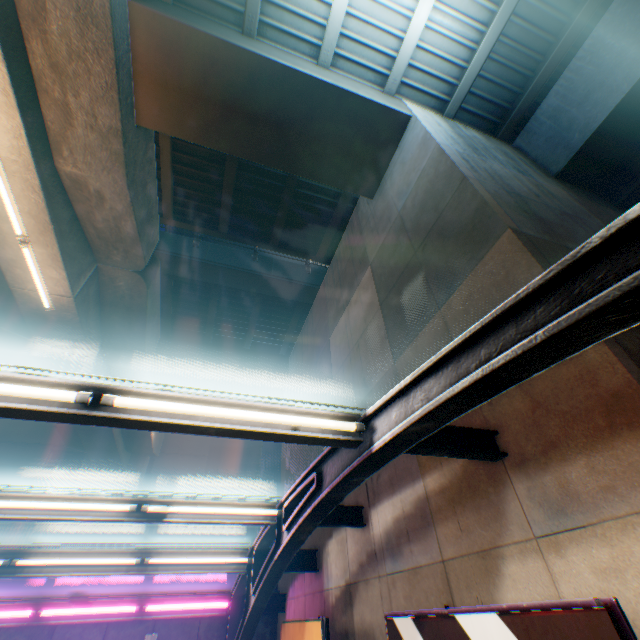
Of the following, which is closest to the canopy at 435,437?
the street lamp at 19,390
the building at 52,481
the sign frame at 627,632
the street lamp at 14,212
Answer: the street lamp at 19,390

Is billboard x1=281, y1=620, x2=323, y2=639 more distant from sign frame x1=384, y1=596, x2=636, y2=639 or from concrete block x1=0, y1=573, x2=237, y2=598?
concrete block x1=0, y1=573, x2=237, y2=598

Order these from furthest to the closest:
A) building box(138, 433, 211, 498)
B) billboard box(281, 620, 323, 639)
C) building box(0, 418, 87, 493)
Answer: building box(138, 433, 211, 498) → building box(0, 418, 87, 493) → billboard box(281, 620, 323, 639)

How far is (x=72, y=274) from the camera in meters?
8.6 m

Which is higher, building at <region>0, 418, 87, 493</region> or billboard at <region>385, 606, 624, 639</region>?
building at <region>0, 418, 87, 493</region>

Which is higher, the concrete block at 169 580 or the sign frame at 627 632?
the concrete block at 169 580

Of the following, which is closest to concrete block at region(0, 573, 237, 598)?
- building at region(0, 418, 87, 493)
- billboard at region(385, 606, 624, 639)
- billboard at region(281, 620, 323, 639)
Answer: billboard at region(281, 620, 323, 639)

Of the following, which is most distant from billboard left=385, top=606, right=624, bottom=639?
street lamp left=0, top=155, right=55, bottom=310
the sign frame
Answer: street lamp left=0, top=155, right=55, bottom=310
